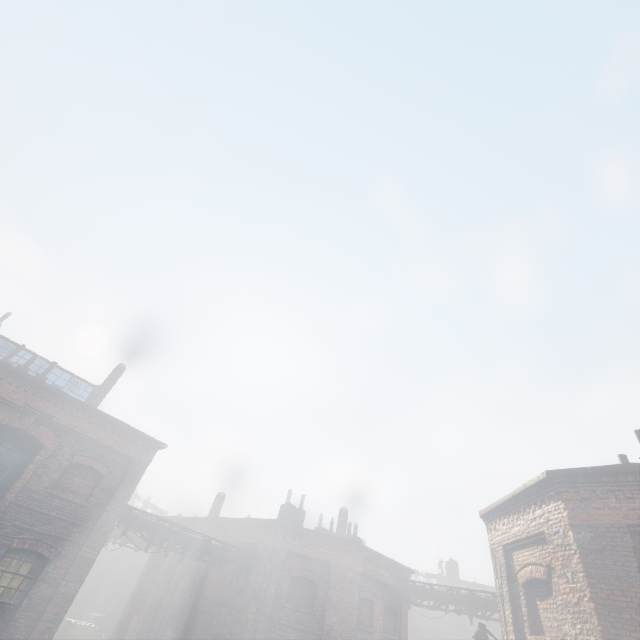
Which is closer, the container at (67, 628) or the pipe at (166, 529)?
the pipe at (166, 529)

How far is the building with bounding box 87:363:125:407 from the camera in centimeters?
1559cm

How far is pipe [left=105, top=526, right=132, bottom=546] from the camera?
19.9 meters

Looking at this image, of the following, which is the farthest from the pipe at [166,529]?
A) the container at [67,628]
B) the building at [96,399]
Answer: the container at [67,628]

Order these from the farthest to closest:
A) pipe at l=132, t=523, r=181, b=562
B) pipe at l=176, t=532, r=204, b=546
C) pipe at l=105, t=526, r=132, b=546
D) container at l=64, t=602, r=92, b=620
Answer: container at l=64, t=602, r=92, b=620, pipe at l=105, t=526, r=132, b=546, pipe at l=176, t=532, r=204, b=546, pipe at l=132, t=523, r=181, b=562

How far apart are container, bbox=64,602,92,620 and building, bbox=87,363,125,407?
29.9m

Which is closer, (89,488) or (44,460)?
(44,460)
